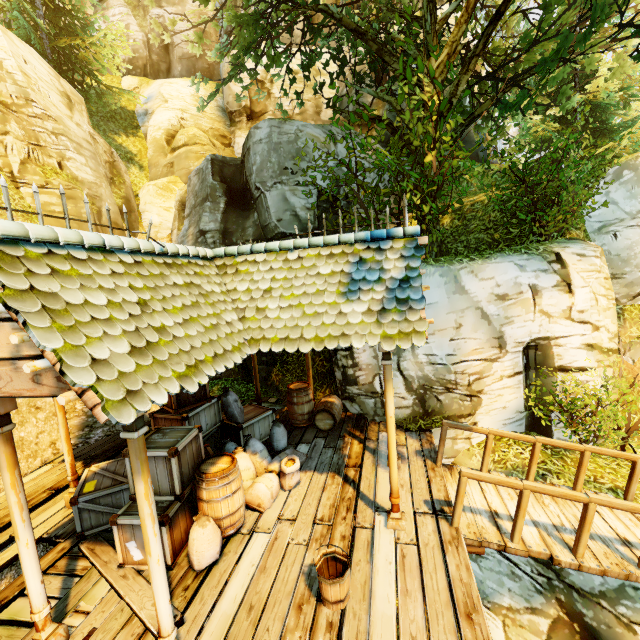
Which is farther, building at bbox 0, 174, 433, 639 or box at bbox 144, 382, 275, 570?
box at bbox 144, 382, 275, 570

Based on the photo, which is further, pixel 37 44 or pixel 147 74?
pixel 147 74

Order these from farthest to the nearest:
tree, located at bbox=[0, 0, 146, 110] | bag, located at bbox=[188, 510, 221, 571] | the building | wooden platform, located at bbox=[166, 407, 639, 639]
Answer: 1. tree, located at bbox=[0, 0, 146, 110]
2. bag, located at bbox=[188, 510, 221, 571]
3. wooden platform, located at bbox=[166, 407, 639, 639]
4. the building

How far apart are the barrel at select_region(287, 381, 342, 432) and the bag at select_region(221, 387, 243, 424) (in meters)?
1.24

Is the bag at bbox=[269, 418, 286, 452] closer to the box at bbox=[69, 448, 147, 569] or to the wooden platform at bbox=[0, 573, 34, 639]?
the wooden platform at bbox=[0, 573, 34, 639]

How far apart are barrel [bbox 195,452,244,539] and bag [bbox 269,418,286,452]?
1.8 meters

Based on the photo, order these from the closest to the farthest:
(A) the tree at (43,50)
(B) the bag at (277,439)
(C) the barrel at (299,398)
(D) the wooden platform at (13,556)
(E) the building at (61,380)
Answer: (E) the building at (61,380) → (D) the wooden platform at (13,556) → (B) the bag at (277,439) → (C) the barrel at (299,398) → (A) the tree at (43,50)

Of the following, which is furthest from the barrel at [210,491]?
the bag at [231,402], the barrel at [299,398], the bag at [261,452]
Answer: the barrel at [299,398]
